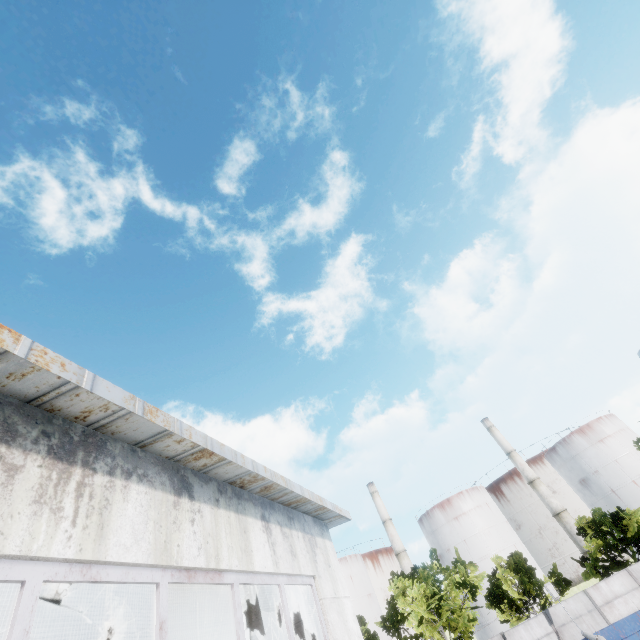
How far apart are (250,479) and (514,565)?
31.0 meters

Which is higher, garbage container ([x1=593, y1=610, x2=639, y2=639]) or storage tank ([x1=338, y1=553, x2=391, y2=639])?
storage tank ([x1=338, y1=553, x2=391, y2=639])

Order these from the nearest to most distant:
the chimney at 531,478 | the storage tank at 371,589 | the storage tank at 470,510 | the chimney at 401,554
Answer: the chimney at 531,478
the storage tank at 470,510
the storage tank at 371,589
the chimney at 401,554

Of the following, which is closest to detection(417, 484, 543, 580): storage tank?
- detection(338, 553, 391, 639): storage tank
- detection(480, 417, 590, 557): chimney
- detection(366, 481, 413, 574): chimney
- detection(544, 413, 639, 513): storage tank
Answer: detection(366, 481, 413, 574): chimney

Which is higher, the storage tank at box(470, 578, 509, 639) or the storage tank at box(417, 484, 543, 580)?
the storage tank at box(417, 484, 543, 580)

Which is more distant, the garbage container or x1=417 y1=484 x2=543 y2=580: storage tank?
x1=417 y1=484 x2=543 y2=580: storage tank

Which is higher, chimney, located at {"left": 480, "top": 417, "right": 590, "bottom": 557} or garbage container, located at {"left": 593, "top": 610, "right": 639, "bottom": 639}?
chimney, located at {"left": 480, "top": 417, "right": 590, "bottom": 557}

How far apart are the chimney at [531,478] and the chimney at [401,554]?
21.63m
